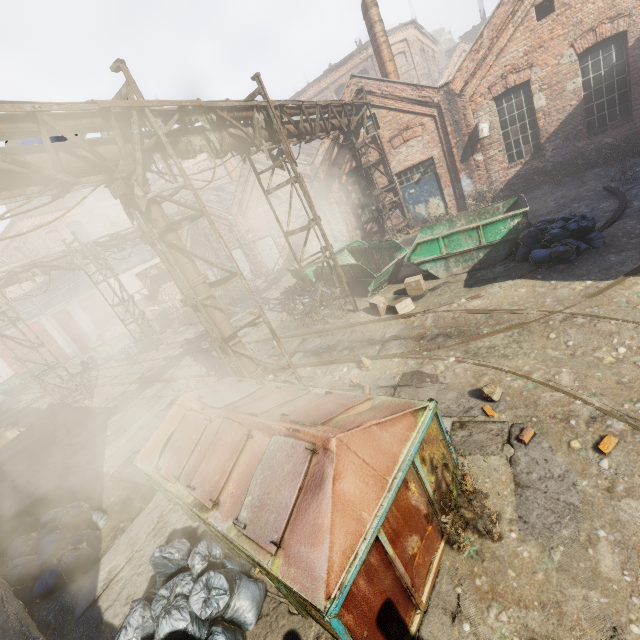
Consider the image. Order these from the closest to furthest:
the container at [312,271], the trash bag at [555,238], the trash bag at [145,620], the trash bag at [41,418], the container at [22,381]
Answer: the trash bag at [145,620]
the trash bag at [555,238]
the container at [312,271]
the trash bag at [41,418]
the container at [22,381]

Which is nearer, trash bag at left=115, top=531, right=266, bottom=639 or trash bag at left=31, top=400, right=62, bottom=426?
trash bag at left=115, top=531, right=266, bottom=639

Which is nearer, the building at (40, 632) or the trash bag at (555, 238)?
the building at (40, 632)

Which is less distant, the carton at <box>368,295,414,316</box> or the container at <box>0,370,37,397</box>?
the carton at <box>368,295,414,316</box>

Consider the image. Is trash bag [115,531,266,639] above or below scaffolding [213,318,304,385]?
below

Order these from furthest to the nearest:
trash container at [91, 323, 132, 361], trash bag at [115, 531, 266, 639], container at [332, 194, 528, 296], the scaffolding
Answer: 1. trash container at [91, 323, 132, 361]
2. container at [332, 194, 528, 296]
3. the scaffolding
4. trash bag at [115, 531, 266, 639]

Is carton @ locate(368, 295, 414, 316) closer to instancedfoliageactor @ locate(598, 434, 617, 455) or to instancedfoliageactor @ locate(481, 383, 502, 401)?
instancedfoliageactor @ locate(481, 383, 502, 401)

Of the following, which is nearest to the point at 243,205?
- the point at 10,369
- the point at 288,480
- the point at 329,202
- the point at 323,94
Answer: the point at 329,202
